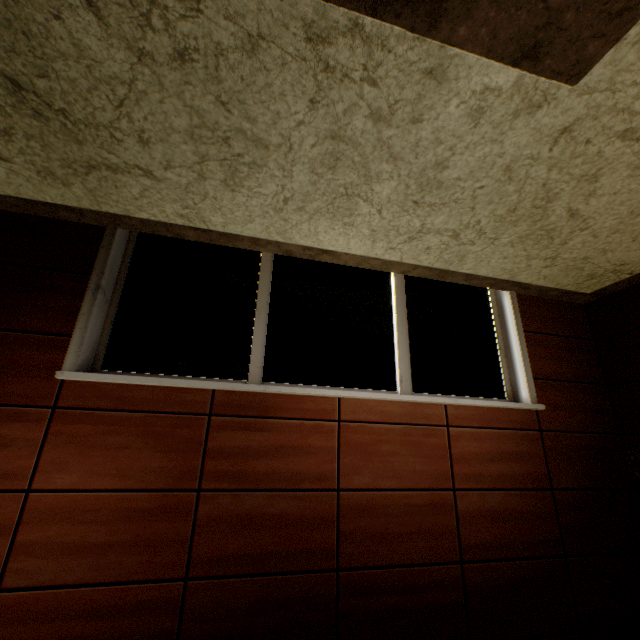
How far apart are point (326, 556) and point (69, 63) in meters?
3.2 m
